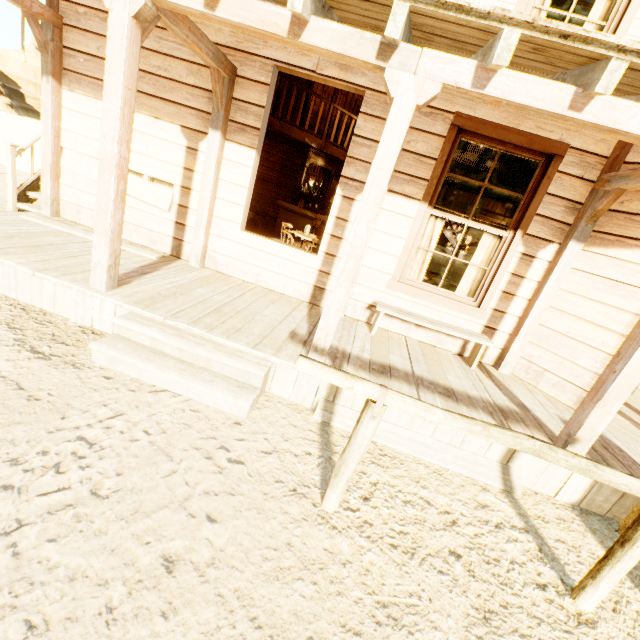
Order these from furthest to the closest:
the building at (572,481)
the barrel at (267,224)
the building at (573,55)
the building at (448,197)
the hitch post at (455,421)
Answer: the building at (448,197) → the barrel at (267,224) → the building at (572,481) → the building at (573,55) → the hitch post at (455,421)

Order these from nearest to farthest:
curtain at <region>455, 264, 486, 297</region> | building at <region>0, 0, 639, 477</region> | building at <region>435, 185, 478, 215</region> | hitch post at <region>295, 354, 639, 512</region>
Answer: hitch post at <region>295, 354, 639, 512</region>, building at <region>0, 0, 639, 477</region>, curtain at <region>455, 264, 486, 297</region>, building at <region>435, 185, 478, 215</region>

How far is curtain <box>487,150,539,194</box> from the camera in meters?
4.2 m

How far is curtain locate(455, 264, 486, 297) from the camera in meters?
4.8

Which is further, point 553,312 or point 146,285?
point 553,312

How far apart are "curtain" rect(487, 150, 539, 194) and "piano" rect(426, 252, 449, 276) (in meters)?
8.39

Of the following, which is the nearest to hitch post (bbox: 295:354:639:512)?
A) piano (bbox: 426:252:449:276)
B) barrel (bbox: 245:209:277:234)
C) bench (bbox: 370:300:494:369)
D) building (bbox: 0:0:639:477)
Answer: building (bbox: 0:0:639:477)

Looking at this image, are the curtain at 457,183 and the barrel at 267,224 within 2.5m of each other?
no
